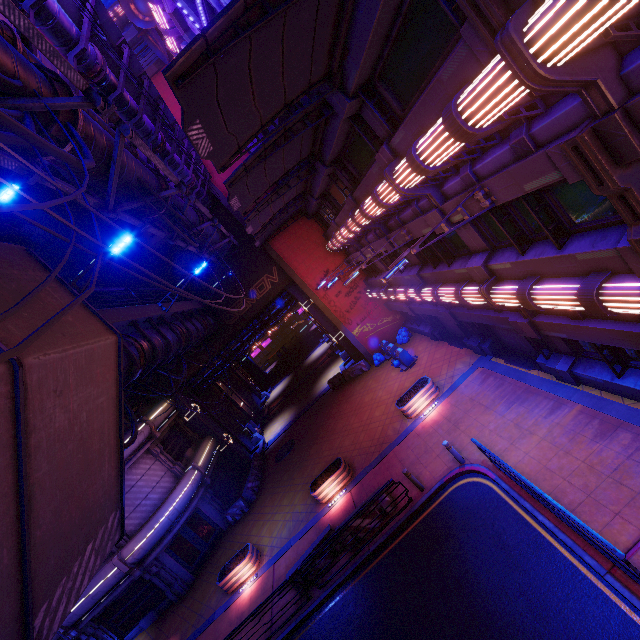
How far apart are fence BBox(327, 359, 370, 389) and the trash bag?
2.75m

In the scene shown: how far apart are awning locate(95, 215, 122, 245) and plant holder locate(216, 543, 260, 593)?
18.7m

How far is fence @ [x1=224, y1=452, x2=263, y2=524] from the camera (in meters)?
21.52

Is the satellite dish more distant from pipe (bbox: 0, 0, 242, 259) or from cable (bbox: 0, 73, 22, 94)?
cable (bbox: 0, 73, 22, 94)

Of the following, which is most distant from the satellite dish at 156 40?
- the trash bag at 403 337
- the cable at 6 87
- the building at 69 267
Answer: the trash bag at 403 337

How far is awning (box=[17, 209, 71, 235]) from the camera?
14.1m

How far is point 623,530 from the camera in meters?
7.2

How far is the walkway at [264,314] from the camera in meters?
28.9 m
